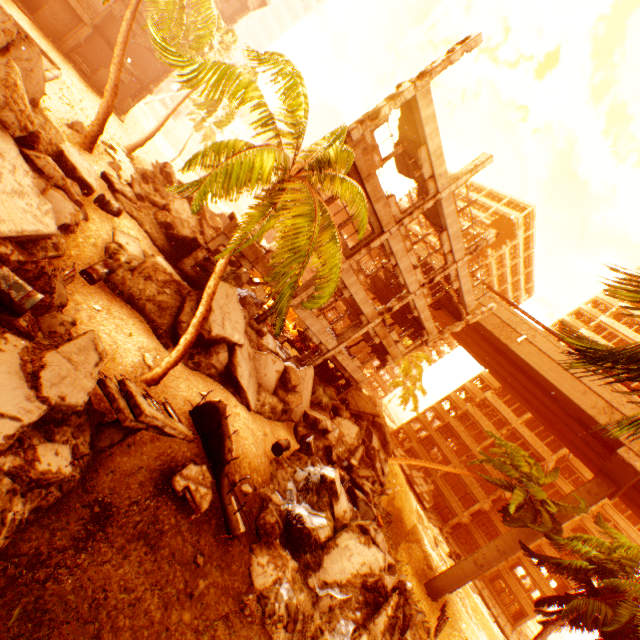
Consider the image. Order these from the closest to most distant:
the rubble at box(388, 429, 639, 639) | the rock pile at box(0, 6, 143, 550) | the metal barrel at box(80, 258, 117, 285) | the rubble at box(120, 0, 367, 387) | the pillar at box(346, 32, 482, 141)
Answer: the rock pile at box(0, 6, 143, 550)
the rubble at box(120, 0, 367, 387)
the metal barrel at box(80, 258, 117, 285)
the pillar at box(346, 32, 482, 141)
the rubble at box(388, 429, 639, 639)

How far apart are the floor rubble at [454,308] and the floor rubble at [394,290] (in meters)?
2.48

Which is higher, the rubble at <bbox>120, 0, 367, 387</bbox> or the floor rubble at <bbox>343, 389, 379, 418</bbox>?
the rubble at <bbox>120, 0, 367, 387</bbox>

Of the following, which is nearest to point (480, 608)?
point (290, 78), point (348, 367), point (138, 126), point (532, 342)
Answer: point (532, 342)

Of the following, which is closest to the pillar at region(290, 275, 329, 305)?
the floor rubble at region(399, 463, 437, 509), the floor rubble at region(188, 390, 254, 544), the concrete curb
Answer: the floor rubble at region(188, 390, 254, 544)

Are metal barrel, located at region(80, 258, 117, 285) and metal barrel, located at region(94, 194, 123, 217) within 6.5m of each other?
yes

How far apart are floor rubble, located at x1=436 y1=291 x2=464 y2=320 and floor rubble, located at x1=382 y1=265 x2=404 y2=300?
2.48m

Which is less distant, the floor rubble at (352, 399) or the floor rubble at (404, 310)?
the floor rubble at (404, 310)
